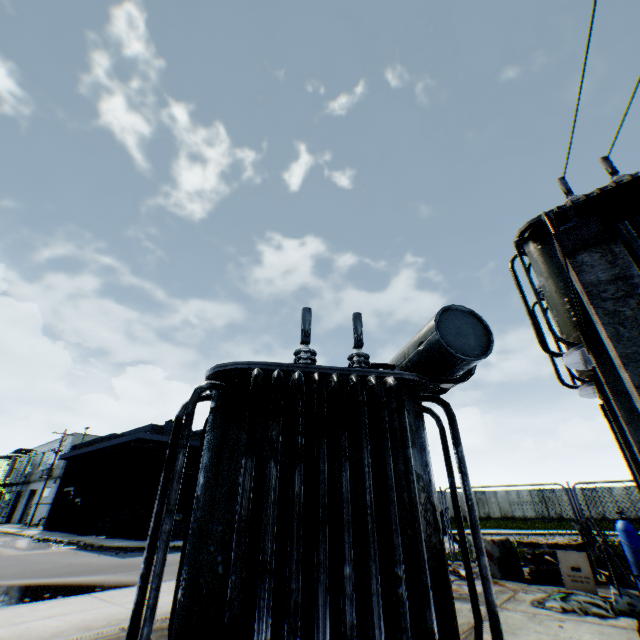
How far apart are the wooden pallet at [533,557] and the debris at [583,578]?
0.60m

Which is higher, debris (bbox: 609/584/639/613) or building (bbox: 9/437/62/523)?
building (bbox: 9/437/62/523)

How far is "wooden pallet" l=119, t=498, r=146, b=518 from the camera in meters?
21.6 m

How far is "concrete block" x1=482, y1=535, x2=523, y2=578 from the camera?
8.2m

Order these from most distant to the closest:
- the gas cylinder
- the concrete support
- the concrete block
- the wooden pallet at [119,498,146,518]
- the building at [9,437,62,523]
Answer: the building at [9,437,62,523] → the wooden pallet at [119,498,146,518] → the concrete block → the gas cylinder → the concrete support

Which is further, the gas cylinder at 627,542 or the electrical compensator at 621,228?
the electrical compensator at 621,228

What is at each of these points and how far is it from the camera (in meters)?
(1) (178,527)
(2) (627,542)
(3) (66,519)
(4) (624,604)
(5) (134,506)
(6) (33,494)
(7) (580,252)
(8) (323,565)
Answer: (1) building, 20.64
(2) gas cylinder, 4.48
(3) building, 26.50
(4) debris, 5.36
(5) wooden pallet, 22.38
(6) building, 43.25
(7) concrete support, 2.42
(8) electrical compensator, 2.37

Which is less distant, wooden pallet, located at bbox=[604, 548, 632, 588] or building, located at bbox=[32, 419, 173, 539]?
wooden pallet, located at bbox=[604, 548, 632, 588]
